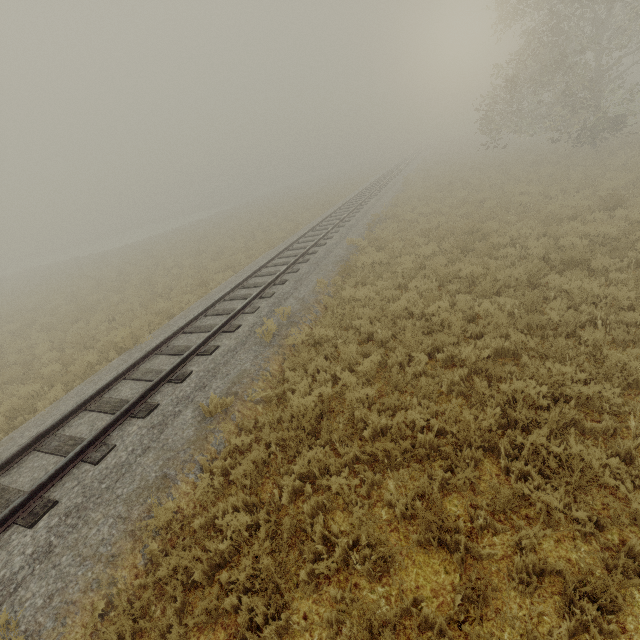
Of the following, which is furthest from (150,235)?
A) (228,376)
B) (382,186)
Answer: (228,376)
